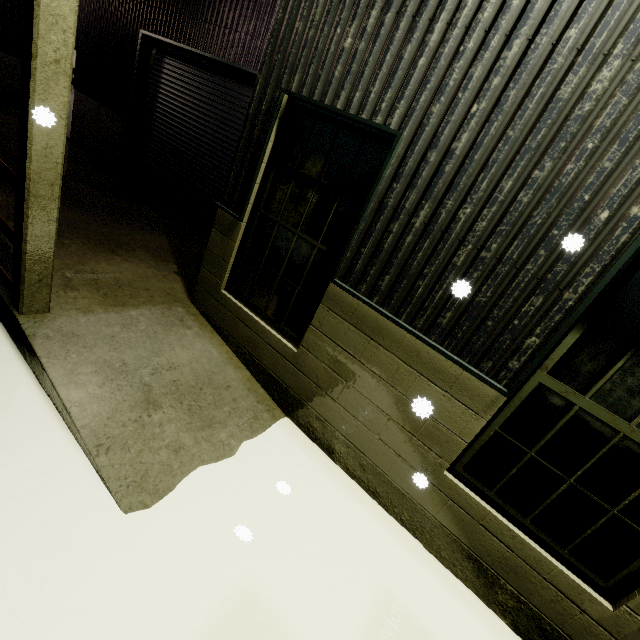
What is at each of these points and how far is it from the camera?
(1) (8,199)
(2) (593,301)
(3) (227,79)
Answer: (1) building, 5.25m
(2) building, 2.39m
(3) roll-up door, 6.91m

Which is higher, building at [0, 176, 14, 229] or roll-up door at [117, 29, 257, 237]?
roll-up door at [117, 29, 257, 237]

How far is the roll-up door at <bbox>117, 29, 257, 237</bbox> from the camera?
6.98m

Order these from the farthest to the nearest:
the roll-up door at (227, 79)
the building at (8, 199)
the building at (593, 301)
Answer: the roll-up door at (227, 79), the building at (8, 199), the building at (593, 301)

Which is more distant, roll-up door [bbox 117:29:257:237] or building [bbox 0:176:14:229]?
roll-up door [bbox 117:29:257:237]

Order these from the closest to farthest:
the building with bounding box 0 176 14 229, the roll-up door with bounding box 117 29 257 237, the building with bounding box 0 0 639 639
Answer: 1. the building with bounding box 0 0 639 639
2. the building with bounding box 0 176 14 229
3. the roll-up door with bounding box 117 29 257 237

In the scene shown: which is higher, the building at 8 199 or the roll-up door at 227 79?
the roll-up door at 227 79
